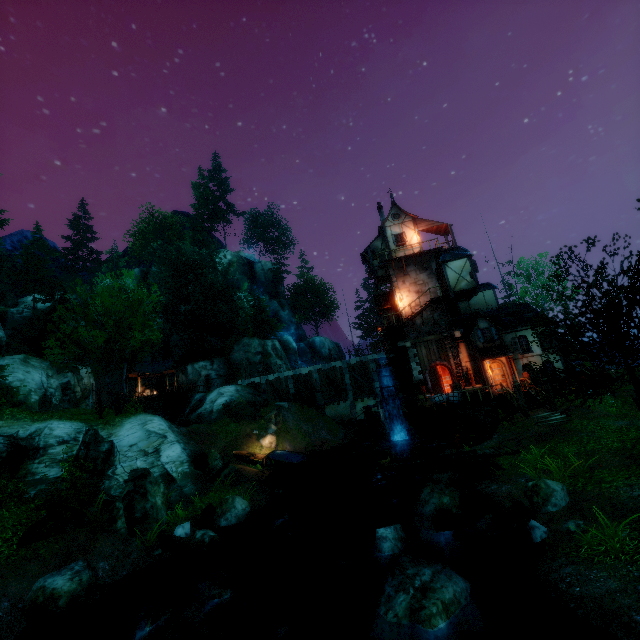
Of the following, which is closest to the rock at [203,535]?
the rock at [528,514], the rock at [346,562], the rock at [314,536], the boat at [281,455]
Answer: the rock at [314,536]

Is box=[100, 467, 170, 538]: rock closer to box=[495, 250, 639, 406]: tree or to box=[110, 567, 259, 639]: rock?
box=[110, 567, 259, 639]: rock

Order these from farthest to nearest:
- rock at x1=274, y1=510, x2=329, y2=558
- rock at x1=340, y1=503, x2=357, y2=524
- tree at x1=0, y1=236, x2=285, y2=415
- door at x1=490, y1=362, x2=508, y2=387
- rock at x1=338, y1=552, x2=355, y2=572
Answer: door at x1=490, y1=362, x2=508, y2=387, tree at x1=0, y1=236, x2=285, y2=415, rock at x1=340, y1=503, x2=357, y2=524, rock at x1=274, y1=510, x2=329, y2=558, rock at x1=338, y1=552, x2=355, y2=572

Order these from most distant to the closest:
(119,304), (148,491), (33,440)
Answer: (119,304), (33,440), (148,491)

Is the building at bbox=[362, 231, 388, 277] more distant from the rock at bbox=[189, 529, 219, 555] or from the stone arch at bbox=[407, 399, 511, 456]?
the rock at bbox=[189, 529, 219, 555]

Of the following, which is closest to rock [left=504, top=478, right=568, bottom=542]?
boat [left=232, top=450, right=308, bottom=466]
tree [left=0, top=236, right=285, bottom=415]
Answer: tree [left=0, top=236, right=285, bottom=415]

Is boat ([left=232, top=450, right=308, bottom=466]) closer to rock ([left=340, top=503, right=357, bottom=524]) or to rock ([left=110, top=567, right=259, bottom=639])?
rock ([left=340, top=503, right=357, bottom=524])

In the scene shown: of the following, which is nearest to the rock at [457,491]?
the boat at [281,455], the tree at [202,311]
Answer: the tree at [202,311]
